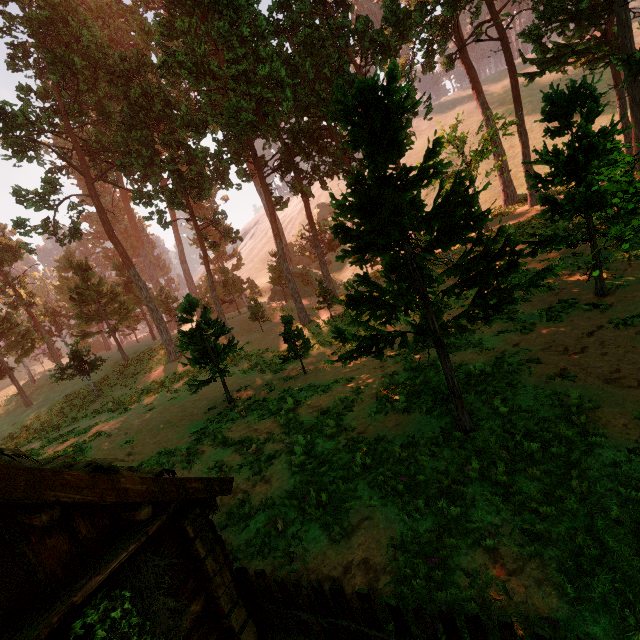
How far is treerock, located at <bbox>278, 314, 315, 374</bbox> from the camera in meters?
17.8

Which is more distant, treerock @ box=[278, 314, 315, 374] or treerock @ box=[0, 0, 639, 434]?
treerock @ box=[278, 314, 315, 374]

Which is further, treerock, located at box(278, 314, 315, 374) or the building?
treerock, located at box(278, 314, 315, 374)

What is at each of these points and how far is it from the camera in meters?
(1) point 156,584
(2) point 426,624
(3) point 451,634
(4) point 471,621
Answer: (1) building, 4.6
(2) fence, 4.3
(3) fence, 4.2
(4) fence, 4.0

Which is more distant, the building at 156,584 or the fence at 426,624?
the fence at 426,624

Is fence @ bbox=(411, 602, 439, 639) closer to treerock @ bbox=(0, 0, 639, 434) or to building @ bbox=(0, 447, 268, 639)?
building @ bbox=(0, 447, 268, 639)

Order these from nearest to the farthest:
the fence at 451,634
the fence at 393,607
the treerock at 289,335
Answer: the fence at 451,634 < the fence at 393,607 < the treerock at 289,335
